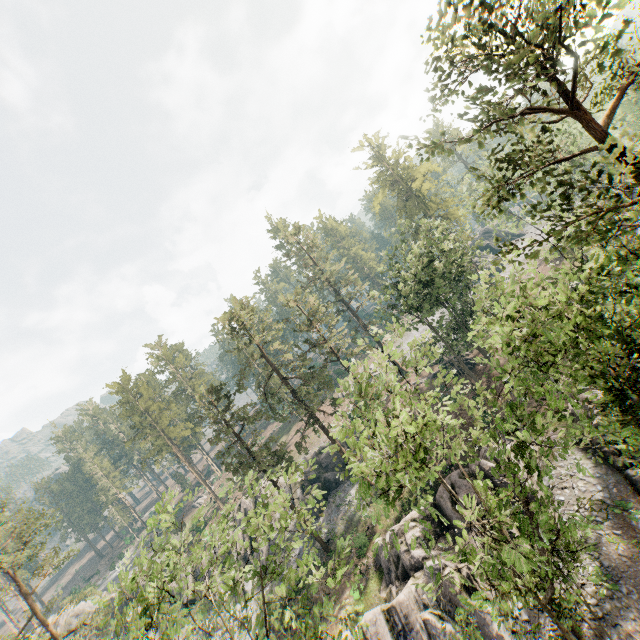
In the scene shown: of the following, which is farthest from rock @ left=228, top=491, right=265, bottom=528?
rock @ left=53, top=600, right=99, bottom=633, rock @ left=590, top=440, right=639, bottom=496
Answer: rock @ left=590, top=440, right=639, bottom=496

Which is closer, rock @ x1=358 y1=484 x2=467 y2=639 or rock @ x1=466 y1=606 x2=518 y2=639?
rock @ x1=466 y1=606 x2=518 y2=639

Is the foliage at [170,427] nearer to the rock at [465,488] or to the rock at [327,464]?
the rock at [465,488]

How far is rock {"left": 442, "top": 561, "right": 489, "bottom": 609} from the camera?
20.25m

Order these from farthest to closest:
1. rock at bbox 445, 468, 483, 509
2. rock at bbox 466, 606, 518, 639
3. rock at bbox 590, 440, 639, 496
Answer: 1. rock at bbox 445, 468, 483, 509
2. rock at bbox 590, 440, 639, 496
3. rock at bbox 466, 606, 518, 639

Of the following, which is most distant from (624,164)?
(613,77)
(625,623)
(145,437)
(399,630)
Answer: (145,437)

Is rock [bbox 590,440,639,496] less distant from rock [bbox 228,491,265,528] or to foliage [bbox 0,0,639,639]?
foliage [bbox 0,0,639,639]

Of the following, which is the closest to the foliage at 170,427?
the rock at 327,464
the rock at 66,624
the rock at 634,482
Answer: the rock at 634,482
